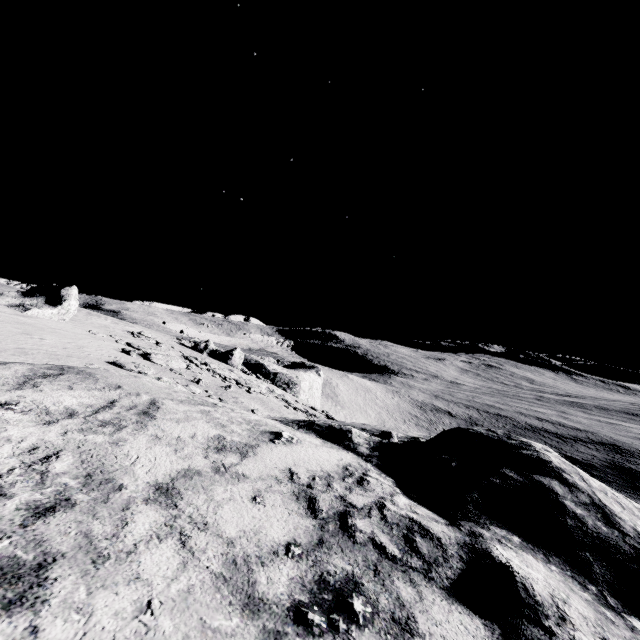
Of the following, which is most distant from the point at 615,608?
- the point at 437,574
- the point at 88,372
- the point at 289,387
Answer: the point at 289,387

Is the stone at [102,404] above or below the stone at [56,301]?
below

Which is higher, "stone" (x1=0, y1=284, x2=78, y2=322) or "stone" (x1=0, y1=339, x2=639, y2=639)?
"stone" (x1=0, y1=284, x2=78, y2=322)

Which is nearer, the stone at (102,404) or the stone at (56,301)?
the stone at (102,404)

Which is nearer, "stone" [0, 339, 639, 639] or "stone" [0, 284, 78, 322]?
"stone" [0, 339, 639, 639]
